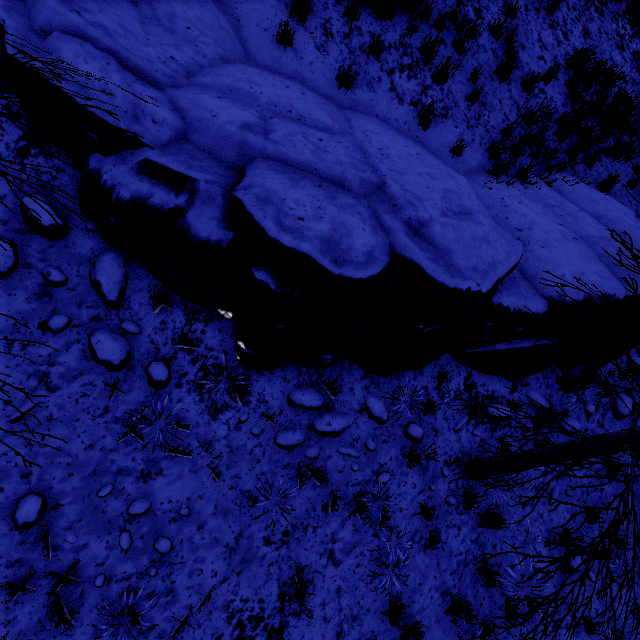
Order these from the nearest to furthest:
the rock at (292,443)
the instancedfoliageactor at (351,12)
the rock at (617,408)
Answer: the rock at (292,443)
the instancedfoliageactor at (351,12)
the rock at (617,408)

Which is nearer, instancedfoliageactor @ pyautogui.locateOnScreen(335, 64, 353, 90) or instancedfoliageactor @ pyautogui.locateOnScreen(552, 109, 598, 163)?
instancedfoliageactor @ pyautogui.locateOnScreen(335, 64, 353, 90)

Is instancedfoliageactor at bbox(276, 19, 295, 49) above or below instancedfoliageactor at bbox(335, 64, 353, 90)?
above

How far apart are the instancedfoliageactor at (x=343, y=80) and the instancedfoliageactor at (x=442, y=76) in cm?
191

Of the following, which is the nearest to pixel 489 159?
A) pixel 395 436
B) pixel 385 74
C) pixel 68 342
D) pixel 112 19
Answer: pixel 385 74

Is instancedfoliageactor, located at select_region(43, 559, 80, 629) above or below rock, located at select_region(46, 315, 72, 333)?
below

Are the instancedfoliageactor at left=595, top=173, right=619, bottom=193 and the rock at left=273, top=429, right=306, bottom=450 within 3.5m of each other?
no

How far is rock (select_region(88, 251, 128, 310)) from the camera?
3.97m
